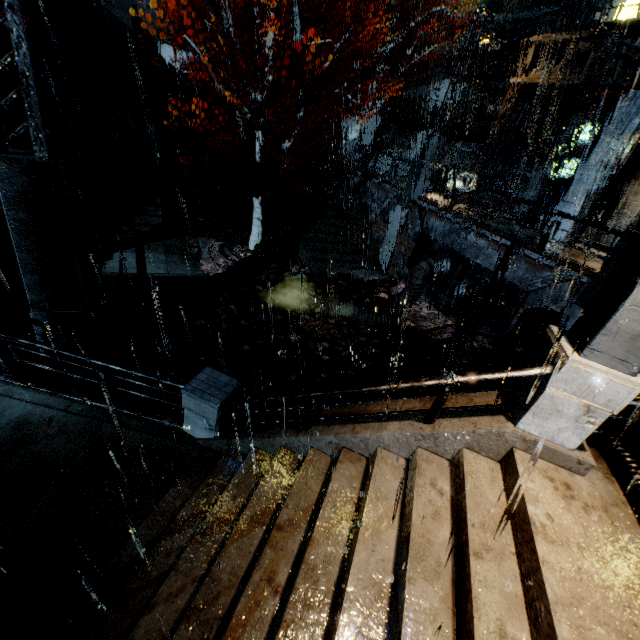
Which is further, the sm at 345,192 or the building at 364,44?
the building at 364,44

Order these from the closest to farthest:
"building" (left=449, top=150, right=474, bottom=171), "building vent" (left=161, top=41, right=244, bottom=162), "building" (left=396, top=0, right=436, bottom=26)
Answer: "building vent" (left=161, top=41, right=244, bottom=162) < "building" (left=449, top=150, right=474, bottom=171) < "building" (left=396, top=0, right=436, bottom=26)

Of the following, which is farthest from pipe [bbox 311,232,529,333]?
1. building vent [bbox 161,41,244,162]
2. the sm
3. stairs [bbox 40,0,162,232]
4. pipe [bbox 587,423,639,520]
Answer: building vent [bbox 161,41,244,162]

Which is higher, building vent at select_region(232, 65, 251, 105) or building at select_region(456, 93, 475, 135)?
building at select_region(456, 93, 475, 135)

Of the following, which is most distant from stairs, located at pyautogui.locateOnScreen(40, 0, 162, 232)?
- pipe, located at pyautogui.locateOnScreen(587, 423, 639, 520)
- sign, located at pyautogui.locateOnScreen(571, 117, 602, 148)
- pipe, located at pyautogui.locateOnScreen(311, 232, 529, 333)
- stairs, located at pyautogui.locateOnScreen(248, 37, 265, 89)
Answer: sign, located at pyautogui.locateOnScreen(571, 117, 602, 148)

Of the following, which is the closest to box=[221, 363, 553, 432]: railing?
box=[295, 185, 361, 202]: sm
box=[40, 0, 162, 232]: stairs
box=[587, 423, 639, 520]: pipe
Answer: box=[587, 423, 639, 520]: pipe

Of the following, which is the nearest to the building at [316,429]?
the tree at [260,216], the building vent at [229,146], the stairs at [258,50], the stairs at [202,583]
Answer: the stairs at [202,583]

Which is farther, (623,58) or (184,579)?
(623,58)
